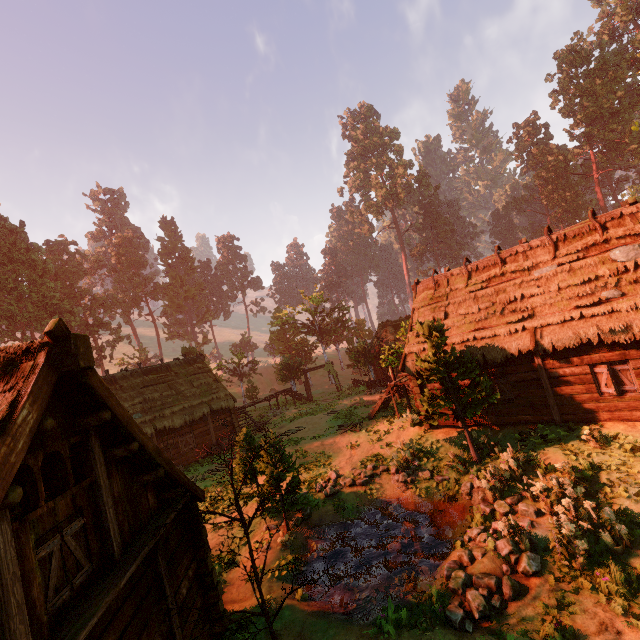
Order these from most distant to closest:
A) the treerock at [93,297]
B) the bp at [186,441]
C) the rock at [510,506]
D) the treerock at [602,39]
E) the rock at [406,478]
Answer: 1. the treerock at [602,39]
2. the treerock at [93,297]
3. the bp at [186,441]
4. the rock at [406,478]
5. the rock at [510,506]

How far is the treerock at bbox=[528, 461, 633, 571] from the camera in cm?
755

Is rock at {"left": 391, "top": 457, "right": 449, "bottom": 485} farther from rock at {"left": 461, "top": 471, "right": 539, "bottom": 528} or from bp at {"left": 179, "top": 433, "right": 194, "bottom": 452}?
bp at {"left": 179, "top": 433, "right": 194, "bottom": 452}

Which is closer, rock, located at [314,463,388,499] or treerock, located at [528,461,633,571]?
treerock, located at [528,461,633,571]

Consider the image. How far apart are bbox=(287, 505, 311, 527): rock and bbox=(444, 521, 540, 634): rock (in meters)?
5.95

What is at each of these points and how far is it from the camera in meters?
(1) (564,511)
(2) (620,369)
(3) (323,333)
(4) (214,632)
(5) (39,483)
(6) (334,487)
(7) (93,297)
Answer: (1) treerock, 8.5 m
(2) bp, 11.7 m
(3) treerock, 46.4 m
(4) building, 8.2 m
(5) building, 4.8 m
(6) rock, 14.5 m
(7) treerock, 50.0 m

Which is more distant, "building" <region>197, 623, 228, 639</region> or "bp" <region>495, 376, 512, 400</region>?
"bp" <region>495, 376, 512, 400</region>

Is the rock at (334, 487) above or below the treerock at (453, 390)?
below
